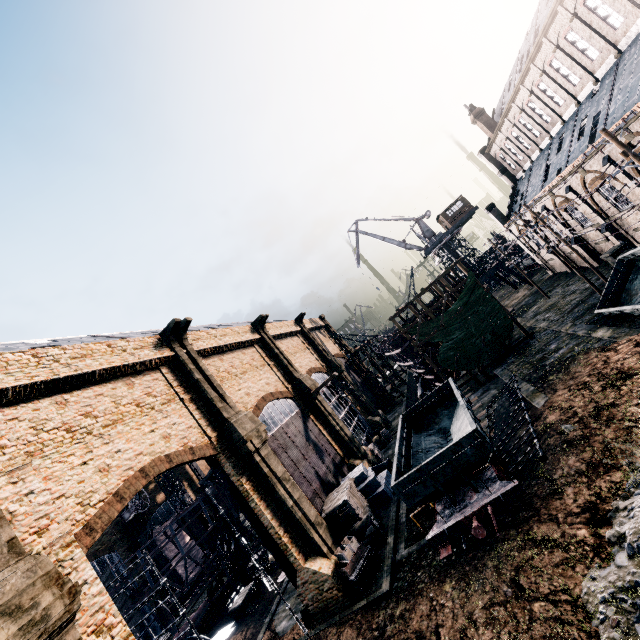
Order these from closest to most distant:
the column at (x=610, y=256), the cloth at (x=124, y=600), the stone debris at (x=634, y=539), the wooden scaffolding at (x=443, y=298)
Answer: the stone debris at (x=634, y=539)
the column at (x=610, y=256)
the wooden scaffolding at (x=443, y=298)
the cloth at (x=124, y=600)

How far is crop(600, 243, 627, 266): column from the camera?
22.6m

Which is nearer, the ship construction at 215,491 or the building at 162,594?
the ship construction at 215,491

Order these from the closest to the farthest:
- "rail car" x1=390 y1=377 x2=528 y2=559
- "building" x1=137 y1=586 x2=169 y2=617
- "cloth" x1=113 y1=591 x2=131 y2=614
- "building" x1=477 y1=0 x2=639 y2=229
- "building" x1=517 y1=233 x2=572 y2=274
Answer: "rail car" x1=390 y1=377 x2=528 y2=559, "building" x1=477 y1=0 x2=639 y2=229, "cloth" x1=113 y1=591 x2=131 y2=614, "building" x1=137 y1=586 x2=169 y2=617, "building" x1=517 y1=233 x2=572 y2=274

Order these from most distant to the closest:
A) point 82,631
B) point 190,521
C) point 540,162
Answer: point 540,162 < point 190,521 < point 82,631

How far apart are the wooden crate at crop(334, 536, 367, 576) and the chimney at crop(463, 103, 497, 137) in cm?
5048

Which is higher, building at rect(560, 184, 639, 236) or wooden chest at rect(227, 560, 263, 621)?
building at rect(560, 184, 639, 236)

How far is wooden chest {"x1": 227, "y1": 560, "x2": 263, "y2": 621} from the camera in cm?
2466
